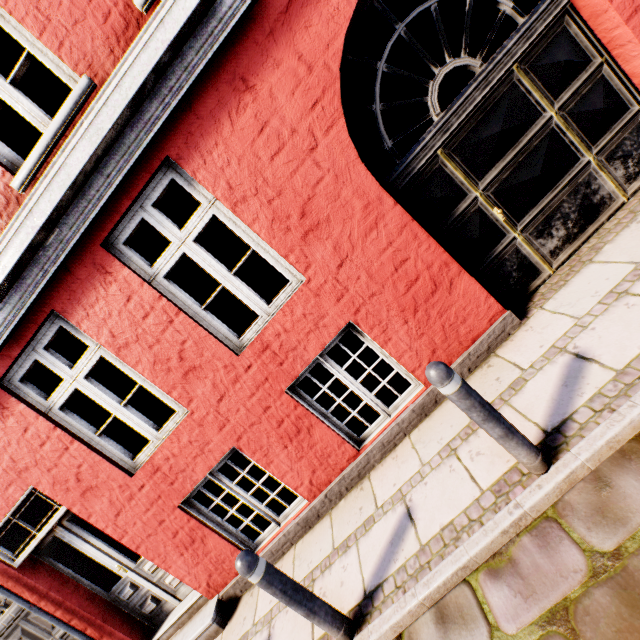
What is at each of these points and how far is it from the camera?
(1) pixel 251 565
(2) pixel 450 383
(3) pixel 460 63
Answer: (1) bollard, 2.3 meters
(2) bollard, 2.0 meters
(3) building, 3.2 meters

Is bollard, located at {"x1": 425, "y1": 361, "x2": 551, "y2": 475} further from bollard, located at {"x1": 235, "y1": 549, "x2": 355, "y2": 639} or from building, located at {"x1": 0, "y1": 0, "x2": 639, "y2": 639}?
bollard, located at {"x1": 235, "y1": 549, "x2": 355, "y2": 639}

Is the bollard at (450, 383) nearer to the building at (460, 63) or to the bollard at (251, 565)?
the building at (460, 63)

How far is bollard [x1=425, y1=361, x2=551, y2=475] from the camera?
2.1 meters

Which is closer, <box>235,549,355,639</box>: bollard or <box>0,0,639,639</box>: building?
<box>235,549,355,639</box>: bollard

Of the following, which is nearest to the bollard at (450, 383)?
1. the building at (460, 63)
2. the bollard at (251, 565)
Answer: the building at (460, 63)

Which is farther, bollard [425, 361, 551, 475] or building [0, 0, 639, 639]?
building [0, 0, 639, 639]

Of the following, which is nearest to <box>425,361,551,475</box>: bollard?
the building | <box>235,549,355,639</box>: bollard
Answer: the building
